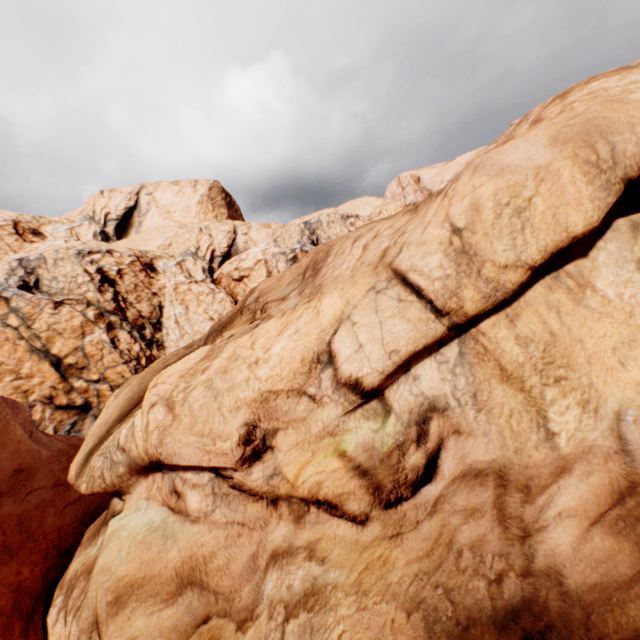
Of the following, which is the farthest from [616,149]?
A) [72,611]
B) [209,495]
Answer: [72,611]
